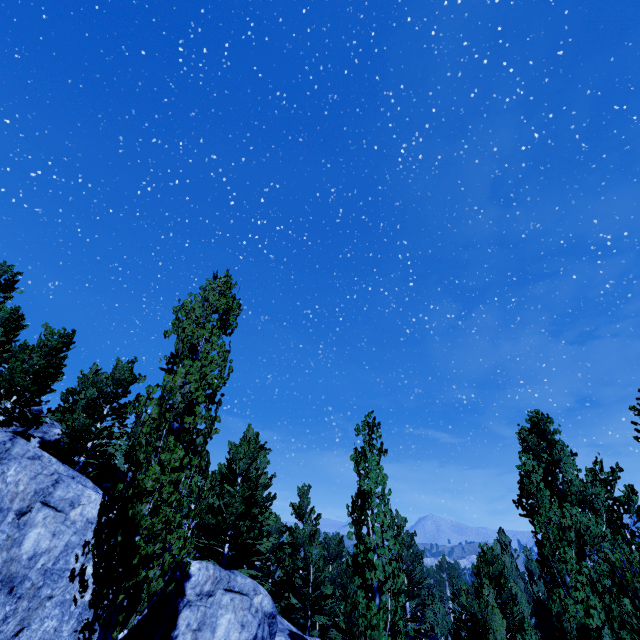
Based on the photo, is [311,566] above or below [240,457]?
below

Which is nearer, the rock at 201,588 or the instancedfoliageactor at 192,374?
the instancedfoliageactor at 192,374

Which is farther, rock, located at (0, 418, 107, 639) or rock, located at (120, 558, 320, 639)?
rock, located at (120, 558, 320, 639)

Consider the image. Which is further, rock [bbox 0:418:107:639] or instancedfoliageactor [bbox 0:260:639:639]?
rock [bbox 0:418:107:639]

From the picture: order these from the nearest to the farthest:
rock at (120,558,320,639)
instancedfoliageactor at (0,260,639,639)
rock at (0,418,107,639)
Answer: instancedfoliageactor at (0,260,639,639) < rock at (0,418,107,639) < rock at (120,558,320,639)

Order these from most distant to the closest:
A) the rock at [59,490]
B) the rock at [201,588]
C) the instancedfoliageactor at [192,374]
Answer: the rock at [201,588], the rock at [59,490], the instancedfoliageactor at [192,374]
